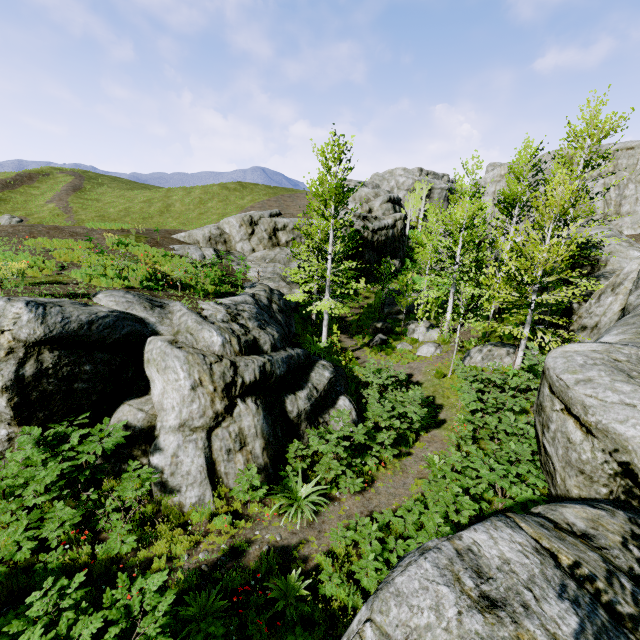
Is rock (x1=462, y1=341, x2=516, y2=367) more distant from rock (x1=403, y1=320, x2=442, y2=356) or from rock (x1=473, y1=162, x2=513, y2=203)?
rock (x1=473, y1=162, x2=513, y2=203)

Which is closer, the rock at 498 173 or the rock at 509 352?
the rock at 509 352

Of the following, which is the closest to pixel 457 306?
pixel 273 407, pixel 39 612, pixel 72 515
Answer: pixel 273 407

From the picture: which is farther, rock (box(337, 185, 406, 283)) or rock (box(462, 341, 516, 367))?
rock (box(337, 185, 406, 283))

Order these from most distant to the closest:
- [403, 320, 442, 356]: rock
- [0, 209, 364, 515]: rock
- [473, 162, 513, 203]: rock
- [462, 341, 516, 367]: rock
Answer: [473, 162, 513, 203]: rock, [403, 320, 442, 356]: rock, [462, 341, 516, 367]: rock, [0, 209, 364, 515]: rock

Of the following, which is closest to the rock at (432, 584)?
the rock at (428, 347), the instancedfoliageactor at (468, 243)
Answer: the instancedfoliageactor at (468, 243)

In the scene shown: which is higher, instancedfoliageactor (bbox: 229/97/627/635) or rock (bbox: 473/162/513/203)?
rock (bbox: 473/162/513/203)
